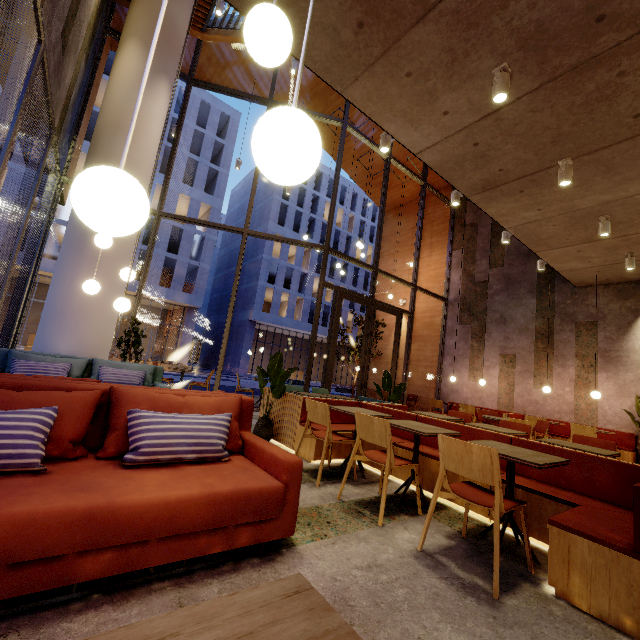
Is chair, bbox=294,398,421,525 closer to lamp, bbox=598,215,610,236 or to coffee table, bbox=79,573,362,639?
coffee table, bbox=79,573,362,639

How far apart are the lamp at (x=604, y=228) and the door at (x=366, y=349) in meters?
5.4 m

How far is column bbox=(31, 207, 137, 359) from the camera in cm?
575

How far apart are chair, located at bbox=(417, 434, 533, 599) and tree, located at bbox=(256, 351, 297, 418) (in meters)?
2.77

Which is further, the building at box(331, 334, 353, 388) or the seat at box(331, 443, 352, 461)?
the building at box(331, 334, 353, 388)

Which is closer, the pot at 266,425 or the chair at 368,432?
the chair at 368,432

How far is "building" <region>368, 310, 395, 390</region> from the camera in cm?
1419

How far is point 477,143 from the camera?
4.45m
